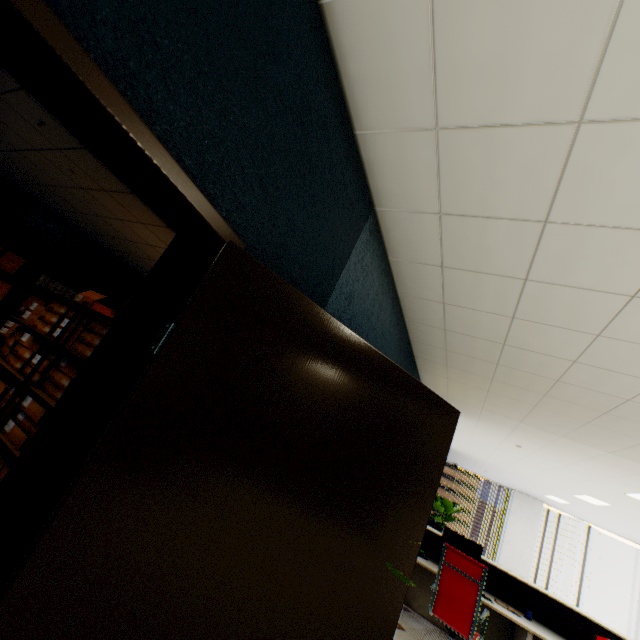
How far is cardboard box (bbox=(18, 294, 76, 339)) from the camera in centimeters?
324cm

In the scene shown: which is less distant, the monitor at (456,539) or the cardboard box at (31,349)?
the cardboard box at (31,349)

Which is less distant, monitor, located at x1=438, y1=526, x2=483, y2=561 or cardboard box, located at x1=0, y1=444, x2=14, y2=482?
cardboard box, located at x1=0, y1=444, x2=14, y2=482

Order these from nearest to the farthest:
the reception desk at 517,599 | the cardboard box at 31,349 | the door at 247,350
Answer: the door at 247,350, the cardboard box at 31,349, the reception desk at 517,599

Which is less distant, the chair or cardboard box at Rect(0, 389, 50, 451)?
cardboard box at Rect(0, 389, 50, 451)

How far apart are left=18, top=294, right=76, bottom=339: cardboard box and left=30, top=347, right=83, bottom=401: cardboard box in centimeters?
10cm

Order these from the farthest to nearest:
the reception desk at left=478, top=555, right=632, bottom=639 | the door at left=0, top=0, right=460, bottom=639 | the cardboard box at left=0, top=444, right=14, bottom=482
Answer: the reception desk at left=478, top=555, right=632, bottom=639, the cardboard box at left=0, top=444, right=14, bottom=482, the door at left=0, top=0, right=460, bottom=639

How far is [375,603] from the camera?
1.3 meters
